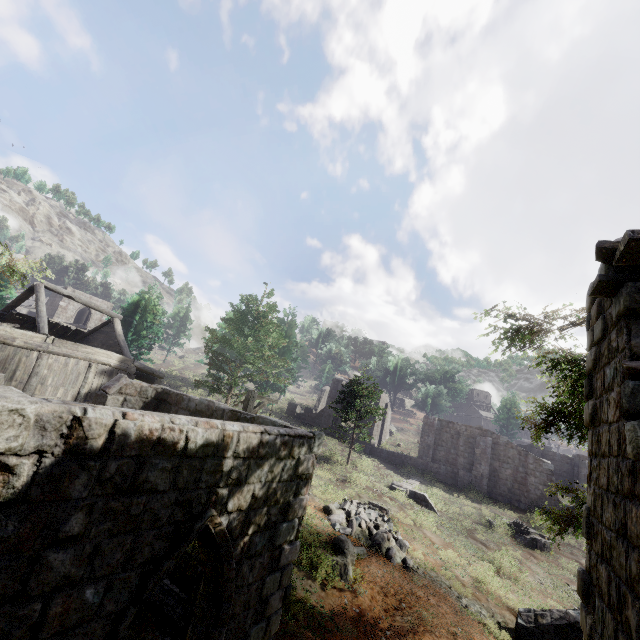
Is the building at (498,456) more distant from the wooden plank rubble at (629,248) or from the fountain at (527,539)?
the fountain at (527,539)

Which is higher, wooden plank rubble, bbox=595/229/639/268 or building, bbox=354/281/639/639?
wooden plank rubble, bbox=595/229/639/268

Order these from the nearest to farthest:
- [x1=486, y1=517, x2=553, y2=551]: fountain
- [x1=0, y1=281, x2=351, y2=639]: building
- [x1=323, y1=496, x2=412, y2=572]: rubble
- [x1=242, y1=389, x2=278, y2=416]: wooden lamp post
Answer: [x1=0, y1=281, x2=351, y2=639]: building
[x1=242, y1=389, x2=278, y2=416]: wooden lamp post
[x1=323, y1=496, x2=412, y2=572]: rubble
[x1=486, y1=517, x2=553, y2=551]: fountain

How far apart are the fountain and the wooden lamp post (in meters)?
20.05

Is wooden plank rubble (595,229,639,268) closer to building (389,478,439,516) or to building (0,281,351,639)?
building (0,281,351,639)

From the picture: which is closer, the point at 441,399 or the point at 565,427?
Answer: the point at 565,427

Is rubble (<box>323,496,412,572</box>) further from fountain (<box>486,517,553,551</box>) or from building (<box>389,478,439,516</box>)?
fountain (<box>486,517,553,551</box>)

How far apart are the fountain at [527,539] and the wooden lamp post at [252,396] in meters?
20.0
